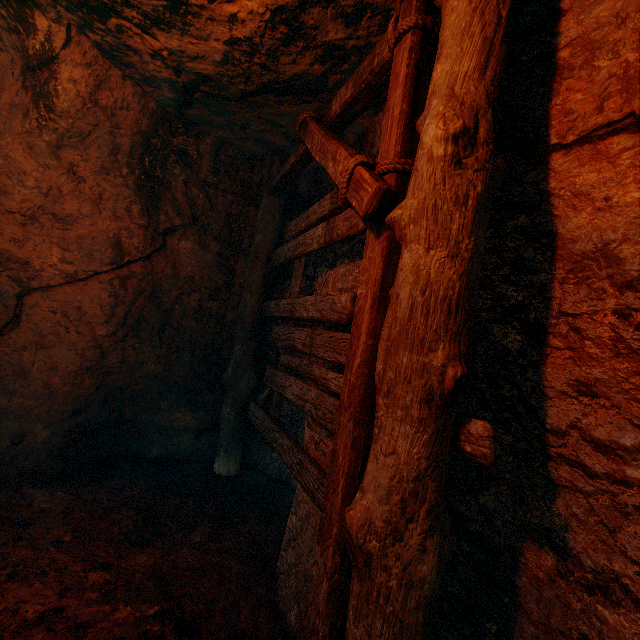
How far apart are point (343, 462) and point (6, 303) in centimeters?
411cm
